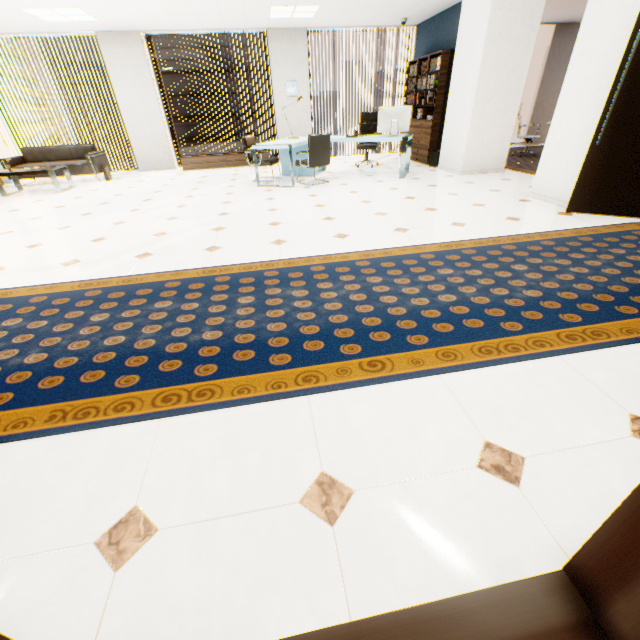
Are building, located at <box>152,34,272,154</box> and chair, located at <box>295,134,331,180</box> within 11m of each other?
no

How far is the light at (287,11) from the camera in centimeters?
642cm

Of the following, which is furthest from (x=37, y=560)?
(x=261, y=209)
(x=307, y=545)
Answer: (x=261, y=209)

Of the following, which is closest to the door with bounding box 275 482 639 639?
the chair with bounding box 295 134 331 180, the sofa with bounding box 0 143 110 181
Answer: the chair with bounding box 295 134 331 180

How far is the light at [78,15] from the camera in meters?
5.9 m

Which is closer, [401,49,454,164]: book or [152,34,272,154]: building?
[401,49,454,164]: book

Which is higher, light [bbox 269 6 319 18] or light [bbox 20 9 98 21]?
light [bbox 269 6 319 18]

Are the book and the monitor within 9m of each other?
yes
